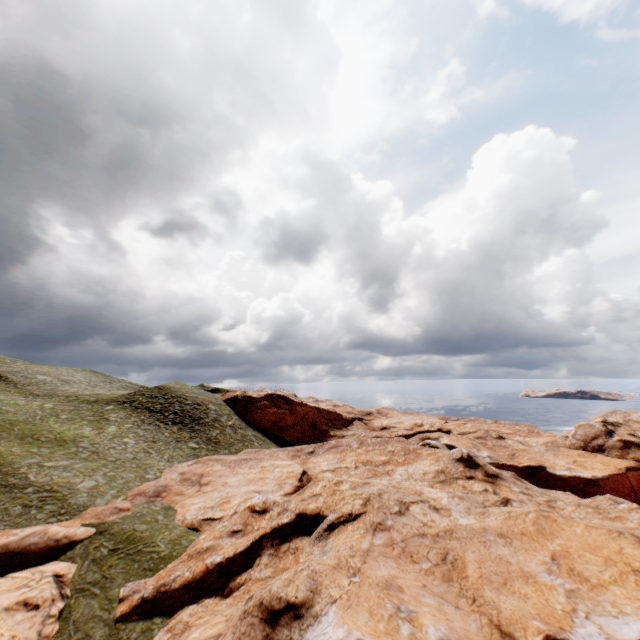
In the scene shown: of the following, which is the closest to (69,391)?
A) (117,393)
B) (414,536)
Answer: (117,393)
